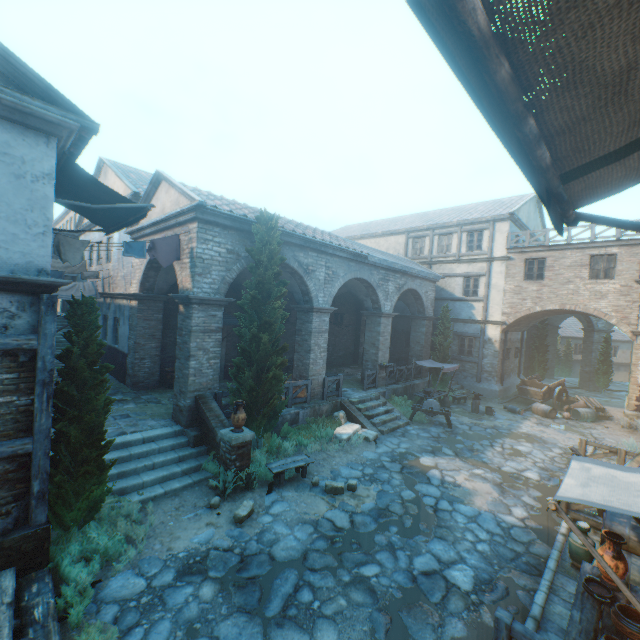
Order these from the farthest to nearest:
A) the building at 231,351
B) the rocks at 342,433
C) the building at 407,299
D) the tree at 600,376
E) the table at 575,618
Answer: the tree at 600,376, the building at 231,351, the building at 407,299, the rocks at 342,433, the table at 575,618

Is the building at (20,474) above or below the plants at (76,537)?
above

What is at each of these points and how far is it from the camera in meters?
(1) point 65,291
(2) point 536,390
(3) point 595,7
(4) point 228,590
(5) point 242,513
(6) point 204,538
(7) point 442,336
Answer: (1) clothesline, 14.5 m
(2) cart, 19.0 m
(3) awning, 1.3 m
(4) ground stones, 5.4 m
(5) rocks, 7.0 m
(6) ground stones, 6.5 m
(7) tree, 19.8 m

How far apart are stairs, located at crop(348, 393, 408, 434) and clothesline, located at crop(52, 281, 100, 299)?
12.77m

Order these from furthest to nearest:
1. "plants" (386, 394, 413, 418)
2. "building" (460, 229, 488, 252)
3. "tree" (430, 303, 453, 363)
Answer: "building" (460, 229, 488, 252)
"tree" (430, 303, 453, 363)
"plants" (386, 394, 413, 418)

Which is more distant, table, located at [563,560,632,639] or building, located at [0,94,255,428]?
building, located at [0,94,255,428]

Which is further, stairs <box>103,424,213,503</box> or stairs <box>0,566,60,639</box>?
stairs <box>103,424,213,503</box>

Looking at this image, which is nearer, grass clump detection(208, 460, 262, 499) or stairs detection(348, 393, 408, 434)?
grass clump detection(208, 460, 262, 499)
